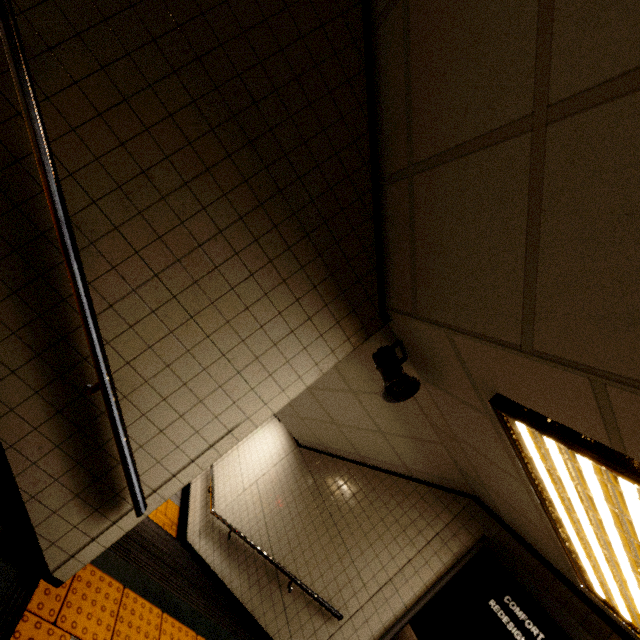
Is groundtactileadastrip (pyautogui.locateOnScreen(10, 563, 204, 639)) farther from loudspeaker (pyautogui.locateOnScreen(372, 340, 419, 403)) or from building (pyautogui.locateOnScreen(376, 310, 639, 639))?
loudspeaker (pyautogui.locateOnScreen(372, 340, 419, 403))

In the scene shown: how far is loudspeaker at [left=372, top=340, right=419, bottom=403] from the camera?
2.3m

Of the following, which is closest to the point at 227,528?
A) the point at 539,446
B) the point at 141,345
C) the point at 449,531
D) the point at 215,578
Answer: the point at 215,578

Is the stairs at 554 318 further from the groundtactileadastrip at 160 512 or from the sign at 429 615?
the groundtactileadastrip at 160 512

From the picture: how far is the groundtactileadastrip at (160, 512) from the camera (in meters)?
6.16

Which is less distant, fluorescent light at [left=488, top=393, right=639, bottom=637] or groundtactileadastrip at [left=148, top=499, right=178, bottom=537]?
fluorescent light at [left=488, top=393, right=639, bottom=637]

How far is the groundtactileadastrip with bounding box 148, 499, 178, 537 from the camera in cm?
616

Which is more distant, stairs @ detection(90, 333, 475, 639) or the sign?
stairs @ detection(90, 333, 475, 639)
